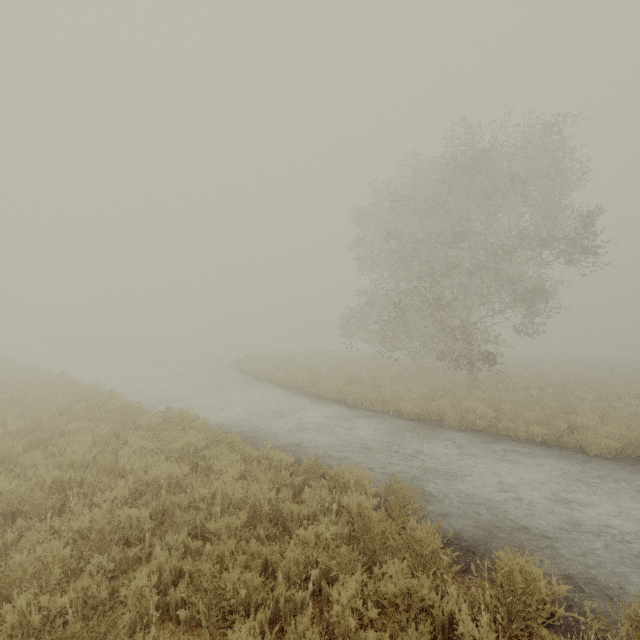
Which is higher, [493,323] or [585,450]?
[493,323]
